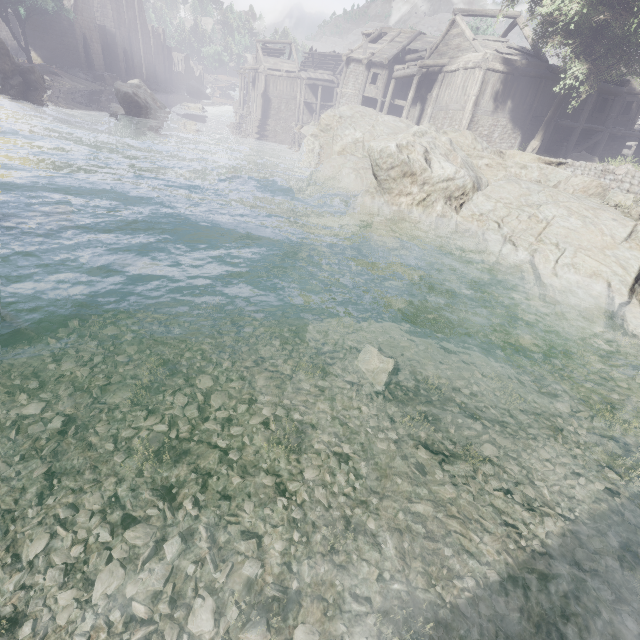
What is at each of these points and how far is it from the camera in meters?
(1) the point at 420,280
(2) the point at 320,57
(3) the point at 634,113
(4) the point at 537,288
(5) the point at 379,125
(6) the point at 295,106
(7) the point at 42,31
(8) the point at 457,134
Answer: (1) rubble, 9.8
(2) wooden plank rubble, 48.3
(3) building, 24.8
(4) rock, 8.2
(5) rock, 19.8
(6) building, 46.2
(7) building, 40.0
(8) rock, 14.8

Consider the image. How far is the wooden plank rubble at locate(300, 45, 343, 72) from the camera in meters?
47.4 m

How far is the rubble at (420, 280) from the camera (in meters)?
8.98

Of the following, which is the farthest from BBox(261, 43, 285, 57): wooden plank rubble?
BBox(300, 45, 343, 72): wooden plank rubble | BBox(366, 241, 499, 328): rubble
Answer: BBox(366, 241, 499, 328): rubble

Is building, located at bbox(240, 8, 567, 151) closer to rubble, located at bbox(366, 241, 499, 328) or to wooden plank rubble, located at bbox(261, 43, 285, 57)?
wooden plank rubble, located at bbox(261, 43, 285, 57)

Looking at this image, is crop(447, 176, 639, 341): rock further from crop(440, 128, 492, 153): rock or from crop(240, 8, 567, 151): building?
crop(240, 8, 567, 151): building

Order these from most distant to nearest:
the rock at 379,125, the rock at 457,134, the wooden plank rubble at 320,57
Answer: the wooden plank rubble at 320,57 → the rock at 457,134 → the rock at 379,125

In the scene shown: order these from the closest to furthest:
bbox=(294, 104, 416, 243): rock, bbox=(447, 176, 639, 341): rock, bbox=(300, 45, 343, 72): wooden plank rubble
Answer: bbox=(447, 176, 639, 341): rock, bbox=(294, 104, 416, 243): rock, bbox=(300, 45, 343, 72): wooden plank rubble
